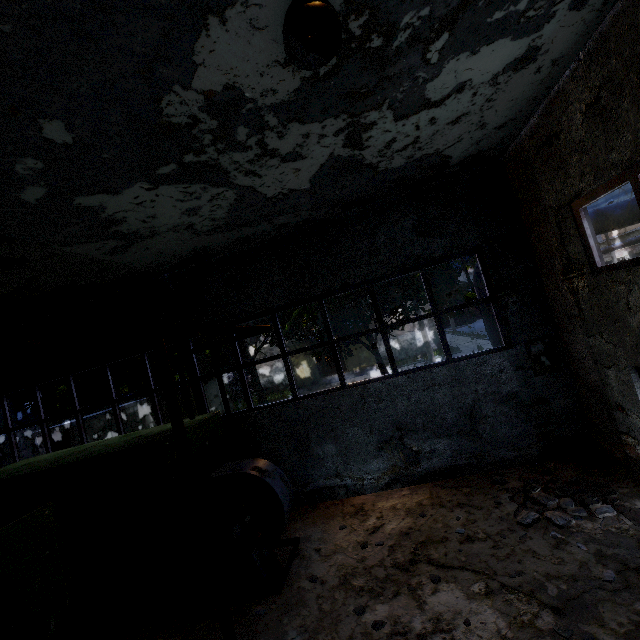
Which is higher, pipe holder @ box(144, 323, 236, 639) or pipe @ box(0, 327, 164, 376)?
pipe @ box(0, 327, 164, 376)

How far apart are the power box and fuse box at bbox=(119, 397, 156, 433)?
17.54m

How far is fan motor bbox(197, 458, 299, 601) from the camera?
5.5 meters

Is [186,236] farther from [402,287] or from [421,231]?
[402,287]

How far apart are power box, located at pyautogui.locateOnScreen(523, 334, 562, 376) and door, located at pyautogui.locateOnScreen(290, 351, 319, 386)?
23.4m

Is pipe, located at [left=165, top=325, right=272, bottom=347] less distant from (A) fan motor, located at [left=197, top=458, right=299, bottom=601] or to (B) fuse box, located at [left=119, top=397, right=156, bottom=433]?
(B) fuse box, located at [left=119, top=397, right=156, bottom=433]

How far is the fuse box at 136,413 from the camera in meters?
17.1 m

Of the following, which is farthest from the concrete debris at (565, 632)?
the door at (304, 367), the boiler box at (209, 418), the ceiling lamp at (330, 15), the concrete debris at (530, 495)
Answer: the door at (304, 367)
